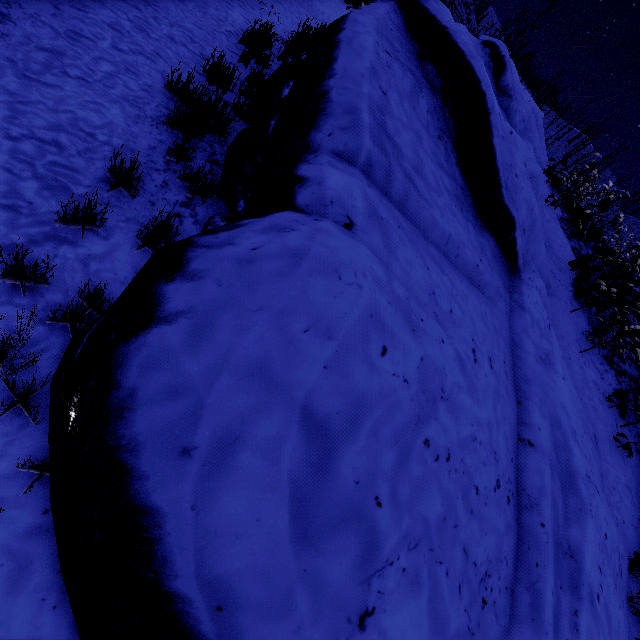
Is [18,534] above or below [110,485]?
below
